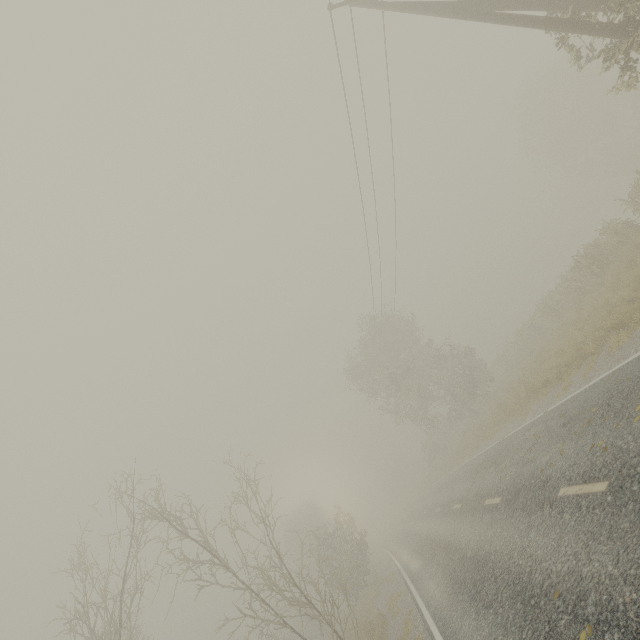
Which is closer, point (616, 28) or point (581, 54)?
point (616, 28)

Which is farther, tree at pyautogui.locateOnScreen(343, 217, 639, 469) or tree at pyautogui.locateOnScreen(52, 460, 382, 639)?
tree at pyautogui.locateOnScreen(343, 217, 639, 469)

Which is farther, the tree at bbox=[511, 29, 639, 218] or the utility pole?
the tree at bbox=[511, 29, 639, 218]

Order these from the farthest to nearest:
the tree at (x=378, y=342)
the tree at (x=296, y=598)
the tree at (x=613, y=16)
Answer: the tree at (x=378, y=342) → the tree at (x=296, y=598) → the tree at (x=613, y=16)

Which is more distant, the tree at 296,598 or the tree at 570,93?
the tree at 296,598
